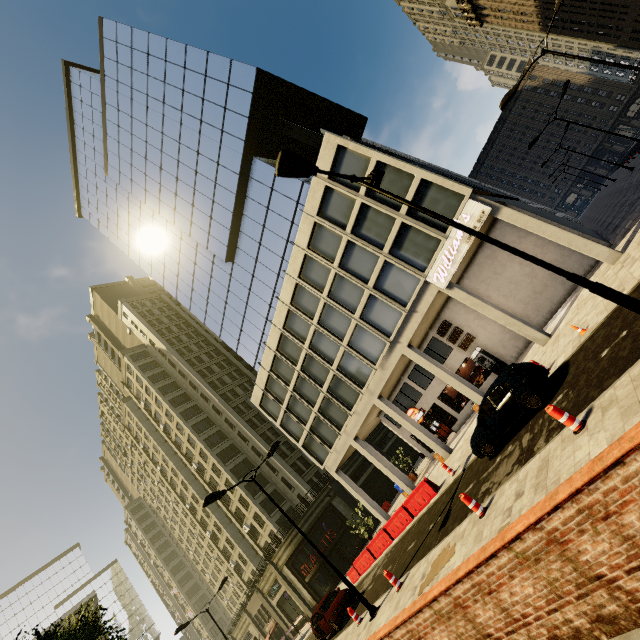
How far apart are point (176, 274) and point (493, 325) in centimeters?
3497cm

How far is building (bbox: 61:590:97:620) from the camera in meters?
33.9

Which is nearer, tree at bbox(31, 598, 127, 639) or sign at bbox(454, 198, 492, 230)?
tree at bbox(31, 598, 127, 639)

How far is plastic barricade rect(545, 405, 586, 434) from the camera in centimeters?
706cm

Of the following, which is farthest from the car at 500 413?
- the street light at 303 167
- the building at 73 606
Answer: the building at 73 606

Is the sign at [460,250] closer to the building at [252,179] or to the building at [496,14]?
the building at [252,179]

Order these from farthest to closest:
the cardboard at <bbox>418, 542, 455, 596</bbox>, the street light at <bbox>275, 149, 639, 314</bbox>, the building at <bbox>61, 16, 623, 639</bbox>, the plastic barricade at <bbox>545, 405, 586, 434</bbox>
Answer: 1. the building at <bbox>61, 16, 623, 639</bbox>
2. the cardboard at <bbox>418, 542, 455, 596</bbox>
3. the plastic barricade at <bbox>545, 405, 586, 434</bbox>
4. the street light at <bbox>275, 149, 639, 314</bbox>

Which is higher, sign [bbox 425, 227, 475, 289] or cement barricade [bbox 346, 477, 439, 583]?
sign [bbox 425, 227, 475, 289]
